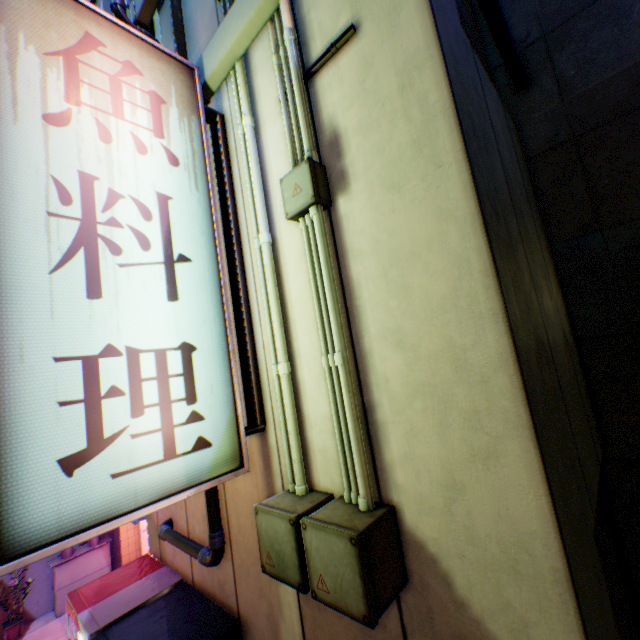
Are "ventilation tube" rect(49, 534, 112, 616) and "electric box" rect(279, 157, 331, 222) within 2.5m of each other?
no

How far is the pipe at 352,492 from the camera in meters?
1.9 m

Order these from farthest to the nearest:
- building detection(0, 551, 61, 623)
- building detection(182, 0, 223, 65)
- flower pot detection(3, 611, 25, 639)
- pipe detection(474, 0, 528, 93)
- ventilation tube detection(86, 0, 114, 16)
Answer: building detection(0, 551, 61, 623), flower pot detection(3, 611, 25, 639), ventilation tube detection(86, 0, 114, 16), building detection(182, 0, 223, 65), pipe detection(474, 0, 528, 93)

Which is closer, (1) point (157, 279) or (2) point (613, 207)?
(1) point (157, 279)

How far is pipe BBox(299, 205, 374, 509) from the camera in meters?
1.9

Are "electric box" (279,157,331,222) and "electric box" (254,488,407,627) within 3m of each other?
yes

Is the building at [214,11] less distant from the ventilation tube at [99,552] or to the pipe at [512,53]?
the pipe at [512,53]

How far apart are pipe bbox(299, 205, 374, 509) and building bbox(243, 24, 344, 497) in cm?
0
